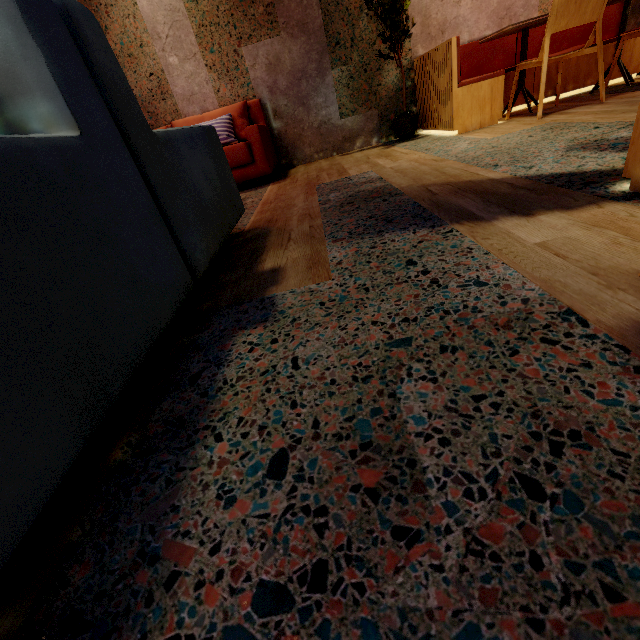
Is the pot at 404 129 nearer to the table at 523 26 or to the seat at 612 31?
the seat at 612 31

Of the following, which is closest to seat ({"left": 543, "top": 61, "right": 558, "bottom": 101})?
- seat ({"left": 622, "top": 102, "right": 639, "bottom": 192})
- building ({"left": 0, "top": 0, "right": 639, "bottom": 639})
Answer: building ({"left": 0, "top": 0, "right": 639, "bottom": 639})

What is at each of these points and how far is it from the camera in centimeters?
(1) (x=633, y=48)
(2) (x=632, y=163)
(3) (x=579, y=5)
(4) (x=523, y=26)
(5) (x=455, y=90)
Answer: (1) seat, 359cm
(2) seat, 111cm
(3) chair, 253cm
(4) table, 297cm
(5) seat, 314cm

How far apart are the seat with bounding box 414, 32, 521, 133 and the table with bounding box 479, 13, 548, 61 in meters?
0.2 m

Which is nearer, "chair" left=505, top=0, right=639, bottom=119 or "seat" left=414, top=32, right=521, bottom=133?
"chair" left=505, top=0, right=639, bottom=119

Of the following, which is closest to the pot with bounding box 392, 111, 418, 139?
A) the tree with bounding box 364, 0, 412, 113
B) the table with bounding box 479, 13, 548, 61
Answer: the tree with bounding box 364, 0, 412, 113

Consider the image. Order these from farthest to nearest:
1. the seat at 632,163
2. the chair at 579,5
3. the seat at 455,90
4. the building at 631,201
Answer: the seat at 455,90 < the chair at 579,5 < the seat at 632,163 < the building at 631,201
